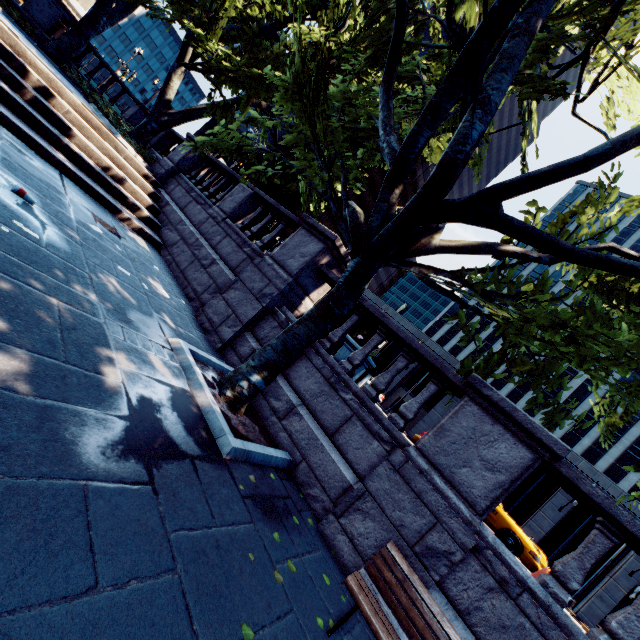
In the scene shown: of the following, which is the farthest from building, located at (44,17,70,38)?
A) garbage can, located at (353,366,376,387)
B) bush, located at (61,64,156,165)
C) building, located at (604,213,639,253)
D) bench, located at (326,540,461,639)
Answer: bench, located at (326,540,461,639)

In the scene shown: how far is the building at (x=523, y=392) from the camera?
52.6 meters

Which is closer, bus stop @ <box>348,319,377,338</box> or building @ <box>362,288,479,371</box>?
bus stop @ <box>348,319,377,338</box>

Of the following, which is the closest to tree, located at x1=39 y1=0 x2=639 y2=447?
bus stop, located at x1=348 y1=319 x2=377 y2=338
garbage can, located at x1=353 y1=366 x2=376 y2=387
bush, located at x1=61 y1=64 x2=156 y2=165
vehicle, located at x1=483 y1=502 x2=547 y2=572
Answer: bush, located at x1=61 y1=64 x2=156 y2=165

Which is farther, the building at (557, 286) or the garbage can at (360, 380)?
the building at (557, 286)

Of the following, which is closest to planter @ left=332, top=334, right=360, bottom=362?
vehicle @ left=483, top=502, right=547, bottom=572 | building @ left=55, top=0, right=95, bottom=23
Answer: vehicle @ left=483, top=502, right=547, bottom=572

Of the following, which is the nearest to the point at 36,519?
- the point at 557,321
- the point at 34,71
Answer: the point at 557,321

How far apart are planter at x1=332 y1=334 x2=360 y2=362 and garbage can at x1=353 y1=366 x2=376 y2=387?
2.53m
